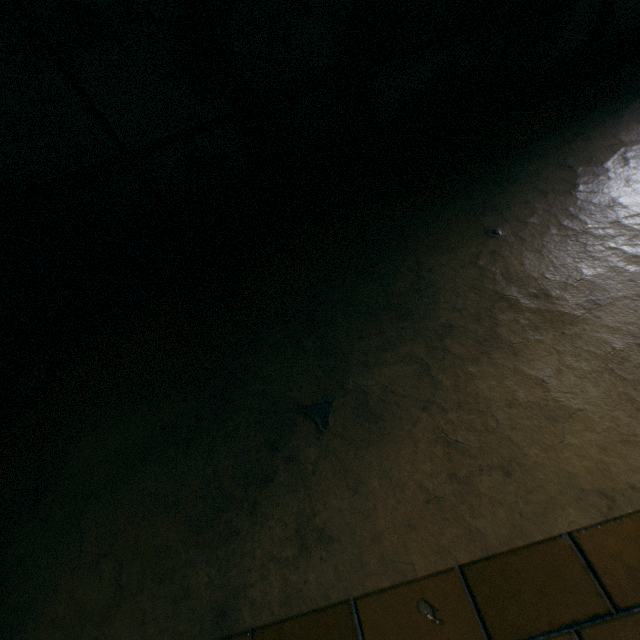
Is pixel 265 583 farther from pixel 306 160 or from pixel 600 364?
pixel 306 160
